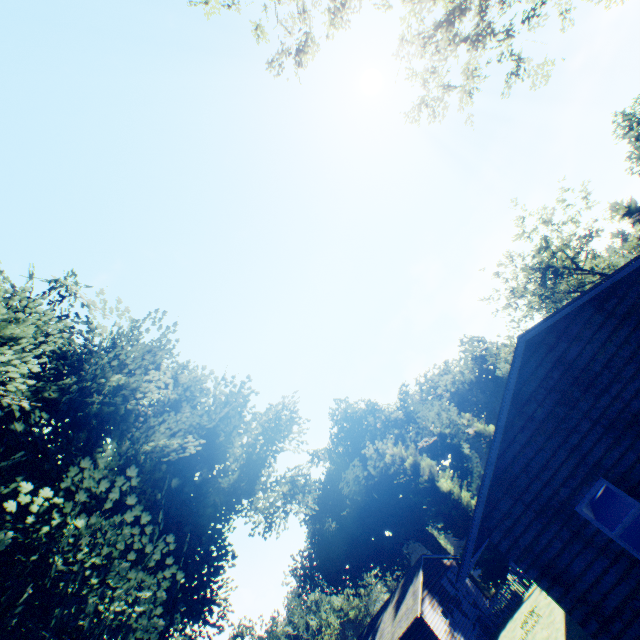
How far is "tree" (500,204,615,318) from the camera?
40.16m

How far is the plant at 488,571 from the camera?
27.5m

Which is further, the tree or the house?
the tree

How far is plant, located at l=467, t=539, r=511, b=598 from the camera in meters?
27.5 m

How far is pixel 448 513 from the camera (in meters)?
31.09

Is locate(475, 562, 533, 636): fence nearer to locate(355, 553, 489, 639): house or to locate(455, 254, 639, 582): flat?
locate(355, 553, 489, 639): house

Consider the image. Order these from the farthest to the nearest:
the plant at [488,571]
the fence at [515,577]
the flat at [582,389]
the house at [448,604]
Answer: the plant at [488,571] < the fence at [515,577] < the house at [448,604] < the flat at [582,389]

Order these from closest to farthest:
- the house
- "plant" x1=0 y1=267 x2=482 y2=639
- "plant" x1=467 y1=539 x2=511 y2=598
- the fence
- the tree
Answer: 1. "plant" x1=0 y1=267 x2=482 y2=639
2. the house
3. the fence
4. "plant" x1=467 y1=539 x2=511 y2=598
5. the tree
